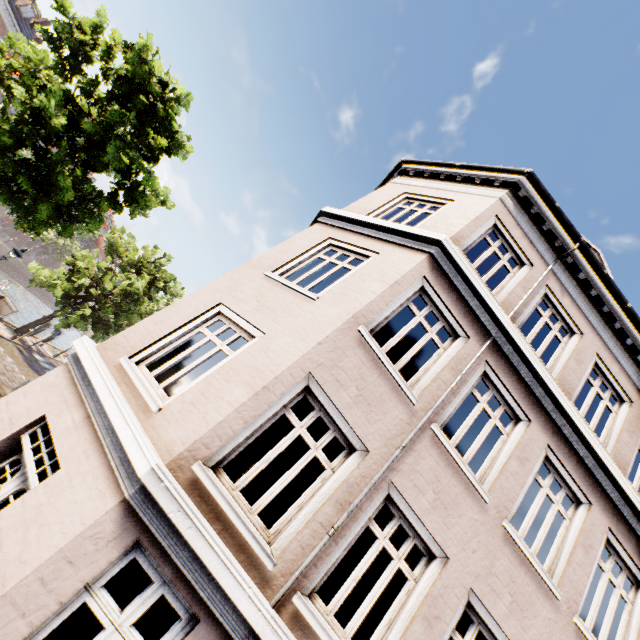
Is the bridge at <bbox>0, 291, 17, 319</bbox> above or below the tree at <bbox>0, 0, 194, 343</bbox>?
below

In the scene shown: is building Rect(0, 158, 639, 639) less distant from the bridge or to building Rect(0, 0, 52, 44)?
the bridge

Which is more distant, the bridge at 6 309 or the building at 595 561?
the bridge at 6 309

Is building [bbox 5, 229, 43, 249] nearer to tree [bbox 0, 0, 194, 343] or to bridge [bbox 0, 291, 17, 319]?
tree [bbox 0, 0, 194, 343]

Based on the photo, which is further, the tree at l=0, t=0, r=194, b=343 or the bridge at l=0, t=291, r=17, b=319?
the bridge at l=0, t=291, r=17, b=319

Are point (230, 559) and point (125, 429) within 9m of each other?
yes

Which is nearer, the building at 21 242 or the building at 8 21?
the building at 8 21

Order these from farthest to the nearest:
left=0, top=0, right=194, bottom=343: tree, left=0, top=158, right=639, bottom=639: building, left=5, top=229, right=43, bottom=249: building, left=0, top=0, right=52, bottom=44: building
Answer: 1. left=5, top=229, right=43, bottom=249: building
2. left=0, top=0, right=52, bottom=44: building
3. left=0, top=0, right=194, bottom=343: tree
4. left=0, top=158, right=639, bottom=639: building
